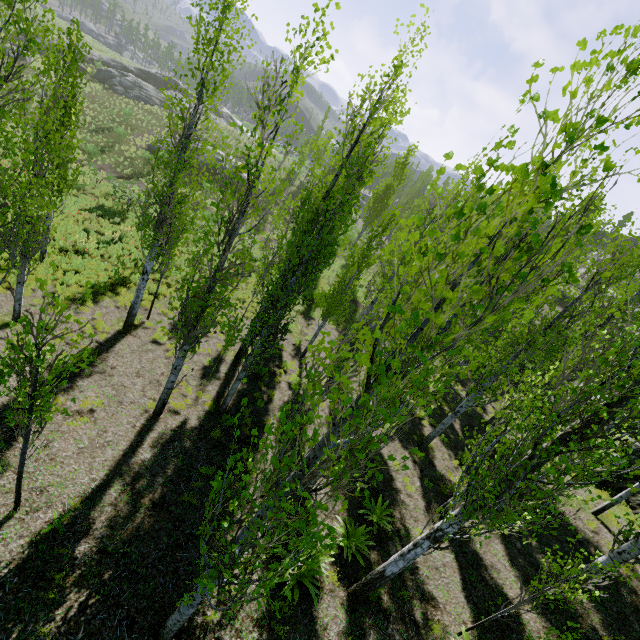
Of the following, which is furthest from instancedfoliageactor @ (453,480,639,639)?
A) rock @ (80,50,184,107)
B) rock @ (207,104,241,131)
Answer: rock @ (80,50,184,107)

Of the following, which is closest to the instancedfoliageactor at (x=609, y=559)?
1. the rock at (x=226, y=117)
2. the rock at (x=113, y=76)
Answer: the rock at (x=226, y=117)

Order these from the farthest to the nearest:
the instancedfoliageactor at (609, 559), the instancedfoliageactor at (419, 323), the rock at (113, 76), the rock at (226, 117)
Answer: the rock at (226, 117) < the rock at (113, 76) < the instancedfoliageactor at (609, 559) < the instancedfoliageactor at (419, 323)

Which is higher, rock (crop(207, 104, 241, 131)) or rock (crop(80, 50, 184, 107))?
rock (crop(207, 104, 241, 131))

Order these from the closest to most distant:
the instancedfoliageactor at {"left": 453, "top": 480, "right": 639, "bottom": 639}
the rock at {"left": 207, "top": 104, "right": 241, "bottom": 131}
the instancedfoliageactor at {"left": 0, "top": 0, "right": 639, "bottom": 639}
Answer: the instancedfoliageactor at {"left": 0, "top": 0, "right": 639, "bottom": 639}
the instancedfoliageactor at {"left": 453, "top": 480, "right": 639, "bottom": 639}
the rock at {"left": 207, "top": 104, "right": 241, "bottom": 131}

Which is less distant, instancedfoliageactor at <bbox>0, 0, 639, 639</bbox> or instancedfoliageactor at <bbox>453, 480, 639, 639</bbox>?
instancedfoliageactor at <bbox>0, 0, 639, 639</bbox>

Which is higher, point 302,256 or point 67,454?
point 302,256

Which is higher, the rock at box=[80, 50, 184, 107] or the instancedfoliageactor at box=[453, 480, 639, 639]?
the instancedfoliageactor at box=[453, 480, 639, 639]
